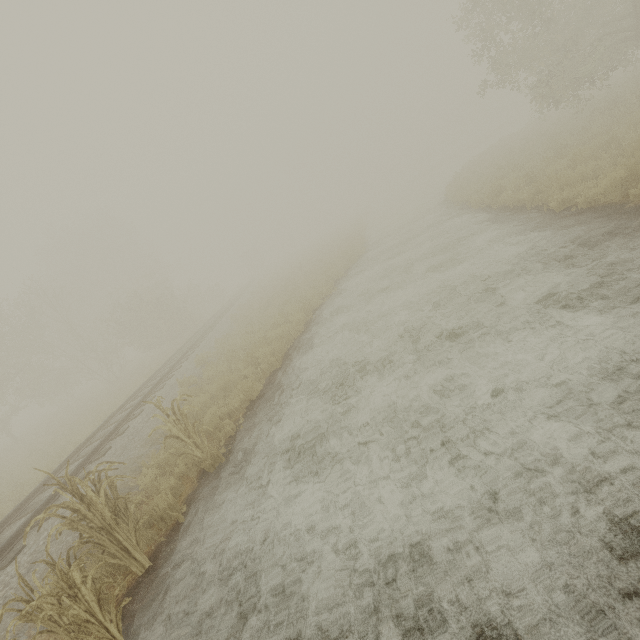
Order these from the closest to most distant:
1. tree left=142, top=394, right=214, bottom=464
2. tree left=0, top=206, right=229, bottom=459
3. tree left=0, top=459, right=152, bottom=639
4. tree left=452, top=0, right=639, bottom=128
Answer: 1. tree left=0, top=459, right=152, bottom=639
2. tree left=142, top=394, right=214, bottom=464
3. tree left=452, top=0, right=639, bottom=128
4. tree left=0, top=206, right=229, bottom=459

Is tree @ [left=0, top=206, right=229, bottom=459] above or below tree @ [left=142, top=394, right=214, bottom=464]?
above

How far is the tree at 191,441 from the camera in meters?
6.1 m

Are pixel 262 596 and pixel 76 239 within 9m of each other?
no

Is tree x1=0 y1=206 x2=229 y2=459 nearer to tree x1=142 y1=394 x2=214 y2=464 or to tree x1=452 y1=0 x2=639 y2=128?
tree x1=452 y1=0 x2=639 y2=128

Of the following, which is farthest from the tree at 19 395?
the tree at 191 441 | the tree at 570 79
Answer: the tree at 191 441
